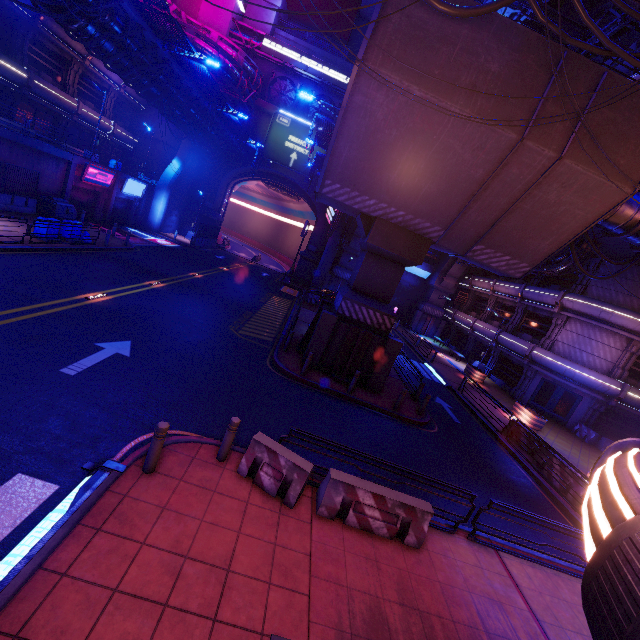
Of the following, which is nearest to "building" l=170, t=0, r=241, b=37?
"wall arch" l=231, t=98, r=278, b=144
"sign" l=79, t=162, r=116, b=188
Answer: "wall arch" l=231, t=98, r=278, b=144

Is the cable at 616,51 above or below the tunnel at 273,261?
above

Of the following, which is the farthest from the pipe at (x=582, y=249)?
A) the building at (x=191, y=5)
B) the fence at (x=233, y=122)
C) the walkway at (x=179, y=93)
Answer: the walkway at (x=179, y=93)

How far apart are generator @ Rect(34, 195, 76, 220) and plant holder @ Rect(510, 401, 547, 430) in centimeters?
3399cm

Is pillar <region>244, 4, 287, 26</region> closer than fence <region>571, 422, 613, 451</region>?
No

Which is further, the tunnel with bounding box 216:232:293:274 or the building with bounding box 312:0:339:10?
the tunnel with bounding box 216:232:293:274

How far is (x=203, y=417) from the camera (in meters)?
8.81

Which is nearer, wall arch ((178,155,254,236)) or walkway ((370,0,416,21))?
walkway ((370,0,416,21))
